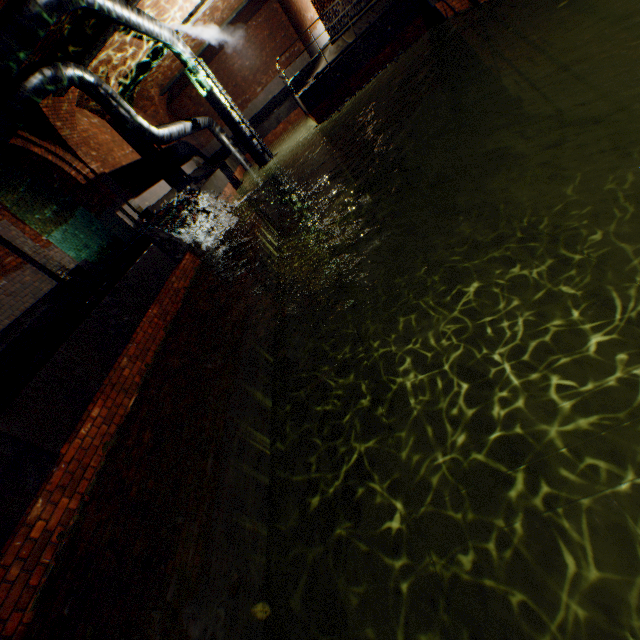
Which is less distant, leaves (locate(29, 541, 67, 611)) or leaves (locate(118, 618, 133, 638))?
leaves (locate(118, 618, 133, 638))

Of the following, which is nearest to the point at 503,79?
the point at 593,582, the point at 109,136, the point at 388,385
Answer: the point at 388,385

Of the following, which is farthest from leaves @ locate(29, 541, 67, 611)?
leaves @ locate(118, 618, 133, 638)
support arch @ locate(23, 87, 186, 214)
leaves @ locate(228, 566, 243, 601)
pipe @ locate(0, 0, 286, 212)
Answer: support arch @ locate(23, 87, 186, 214)

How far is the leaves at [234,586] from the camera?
1.8m

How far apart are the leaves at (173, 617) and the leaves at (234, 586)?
0.43m

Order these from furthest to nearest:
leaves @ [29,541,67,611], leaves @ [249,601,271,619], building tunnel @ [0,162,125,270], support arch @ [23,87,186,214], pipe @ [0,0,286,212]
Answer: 1. building tunnel @ [0,162,125,270]
2. support arch @ [23,87,186,214]
3. pipe @ [0,0,286,212]
4. leaves @ [29,541,67,611]
5. leaves @ [249,601,271,619]

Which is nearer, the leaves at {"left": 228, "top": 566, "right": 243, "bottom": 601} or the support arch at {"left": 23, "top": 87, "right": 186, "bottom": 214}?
the leaves at {"left": 228, "top": 566, "right": 243, "bottom": 601}

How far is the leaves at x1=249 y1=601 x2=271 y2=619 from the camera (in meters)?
1.58
